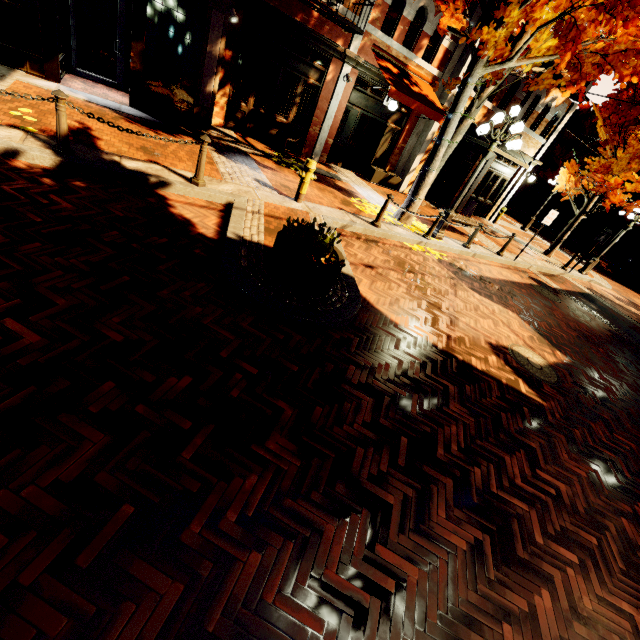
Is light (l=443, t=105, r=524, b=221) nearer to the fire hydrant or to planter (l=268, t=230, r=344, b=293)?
the fire hydrant

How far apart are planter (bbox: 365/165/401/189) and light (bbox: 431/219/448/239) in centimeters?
428cm

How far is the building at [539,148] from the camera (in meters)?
13.49

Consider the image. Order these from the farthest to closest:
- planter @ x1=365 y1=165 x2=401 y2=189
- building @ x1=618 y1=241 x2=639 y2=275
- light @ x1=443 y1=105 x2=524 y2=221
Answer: building @ x1=618 y1=241 x2=639 y2=275 → planter @ x1=365 y1=165 x2=401 y2=189 → light @ x1=443 y1=105 x2=524 y2=221

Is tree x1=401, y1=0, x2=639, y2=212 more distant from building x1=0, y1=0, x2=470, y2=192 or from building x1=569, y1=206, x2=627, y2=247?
building x1=569, y1=206, x2=627, y2=247

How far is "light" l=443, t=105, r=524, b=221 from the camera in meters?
8.0 m

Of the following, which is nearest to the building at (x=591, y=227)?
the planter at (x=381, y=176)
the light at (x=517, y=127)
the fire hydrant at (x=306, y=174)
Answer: the light at (x=517, y=127)

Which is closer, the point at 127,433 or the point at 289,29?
the point at 127,433
